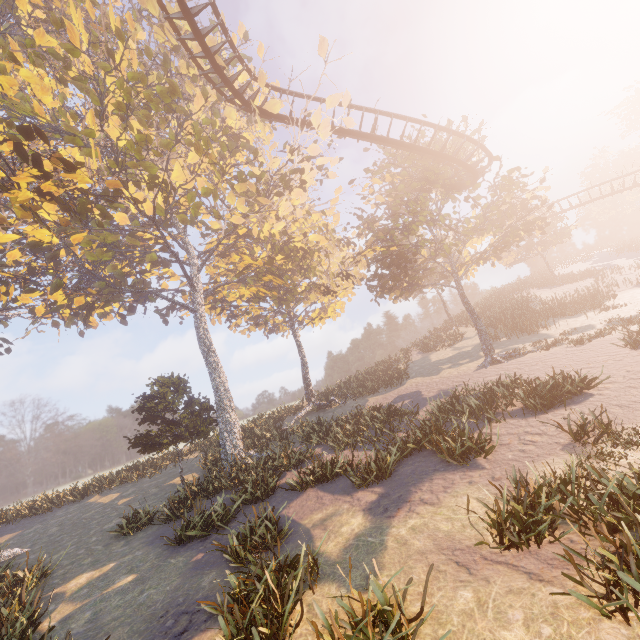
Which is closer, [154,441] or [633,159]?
[154,441]

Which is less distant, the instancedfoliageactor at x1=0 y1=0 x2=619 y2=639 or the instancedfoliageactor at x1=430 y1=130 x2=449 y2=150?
the instancedfoliageactor at x1=0 y1=0 x2=619 y2=639

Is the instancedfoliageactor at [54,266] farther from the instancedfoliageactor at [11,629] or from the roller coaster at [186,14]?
the instancedfoliageactor at [11,629]

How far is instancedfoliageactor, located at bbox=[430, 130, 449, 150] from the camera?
22.7m

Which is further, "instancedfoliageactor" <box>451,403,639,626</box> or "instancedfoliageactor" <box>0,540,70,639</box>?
"instancedfoliageactor" <box>0,540,70,639</box>

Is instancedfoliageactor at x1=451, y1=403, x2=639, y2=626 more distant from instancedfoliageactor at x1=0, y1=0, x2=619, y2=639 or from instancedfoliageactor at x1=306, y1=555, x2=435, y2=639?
instancedfoliageactor at x1=0, y1=0, x2=619, y2=639

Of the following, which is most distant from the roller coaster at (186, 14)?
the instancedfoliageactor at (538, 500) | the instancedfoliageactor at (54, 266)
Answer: the instancedfoliageactor at (538, 500)

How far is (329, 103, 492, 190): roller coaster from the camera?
A: 19.72m
